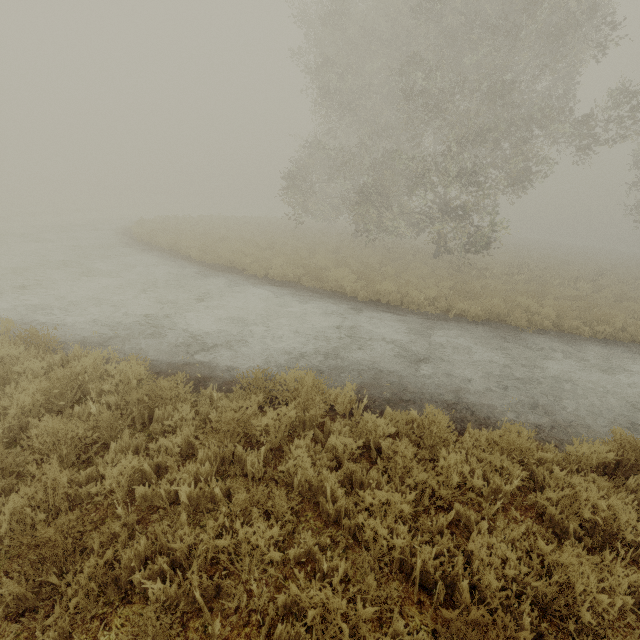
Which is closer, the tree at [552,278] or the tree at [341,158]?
the tree at [341,158]

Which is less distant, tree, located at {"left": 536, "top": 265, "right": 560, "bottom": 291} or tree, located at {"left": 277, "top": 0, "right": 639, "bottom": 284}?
tree, located at {"left": 277, "top": 0, "right": 639, "bottom": 284}

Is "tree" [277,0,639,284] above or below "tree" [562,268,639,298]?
above

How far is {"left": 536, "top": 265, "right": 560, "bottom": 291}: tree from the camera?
14.94m

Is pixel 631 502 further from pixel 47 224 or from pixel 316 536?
pixel 47 224
